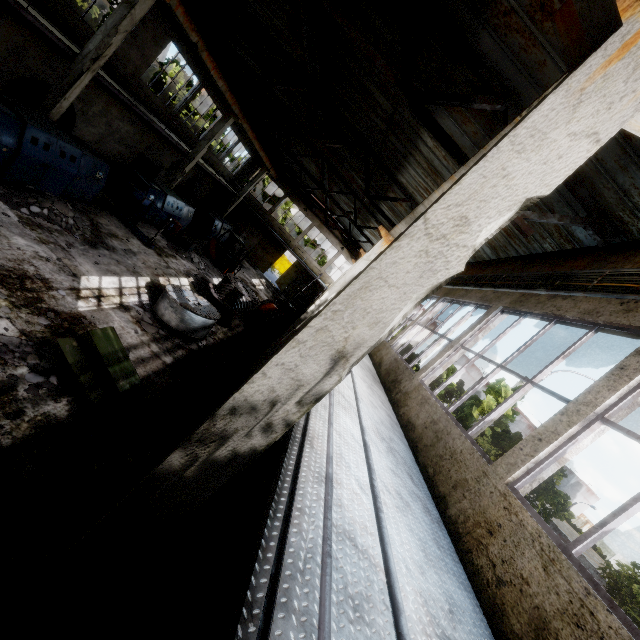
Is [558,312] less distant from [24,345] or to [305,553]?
[305,553]

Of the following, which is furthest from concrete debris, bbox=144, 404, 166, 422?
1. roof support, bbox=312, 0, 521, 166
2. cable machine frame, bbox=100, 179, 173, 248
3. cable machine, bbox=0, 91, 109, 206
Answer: cable machine frame, bbox=100, 179, 173, 248

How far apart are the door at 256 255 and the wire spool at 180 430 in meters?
27.0

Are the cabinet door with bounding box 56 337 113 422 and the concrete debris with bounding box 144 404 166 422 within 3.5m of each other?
yes

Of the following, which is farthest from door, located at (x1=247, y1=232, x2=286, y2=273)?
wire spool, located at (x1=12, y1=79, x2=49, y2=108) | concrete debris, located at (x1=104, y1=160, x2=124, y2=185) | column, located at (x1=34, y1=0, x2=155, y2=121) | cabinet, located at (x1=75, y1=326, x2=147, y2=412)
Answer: cabinet, located at (x1=75, y1=326, x2=147, y2=412)

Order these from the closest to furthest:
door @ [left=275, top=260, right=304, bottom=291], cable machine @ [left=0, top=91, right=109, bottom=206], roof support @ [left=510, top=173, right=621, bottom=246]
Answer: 1. roof support @ [left=510, top=173, right=621, bottom=246]
2. cable machine @ [left=0, top=91, right=109, bottom=206]
3. door @ [left=275, top=260, right=304, bottom=291]

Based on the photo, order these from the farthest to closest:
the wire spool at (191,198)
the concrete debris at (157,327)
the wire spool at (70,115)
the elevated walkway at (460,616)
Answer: the wire spool at (191,198) < the wire spool at (70,115) < the concrete debris at (157,327) < the elevated walkway at (460,616)

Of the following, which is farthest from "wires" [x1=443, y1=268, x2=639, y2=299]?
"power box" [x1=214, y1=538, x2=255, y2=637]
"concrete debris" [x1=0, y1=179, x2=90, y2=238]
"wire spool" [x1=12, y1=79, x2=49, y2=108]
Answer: "wire spool" [x1=12, y1=79, x2=49, y2=108]
